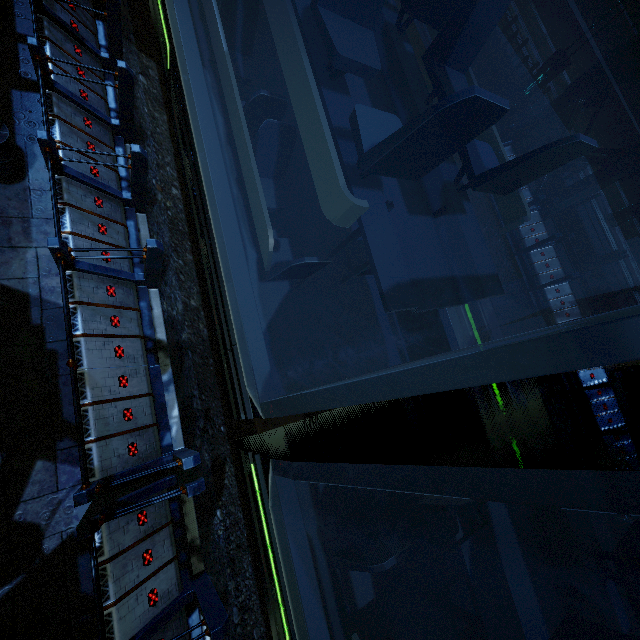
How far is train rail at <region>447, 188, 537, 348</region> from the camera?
9.0m

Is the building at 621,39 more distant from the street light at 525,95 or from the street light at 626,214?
the street light at 626,214

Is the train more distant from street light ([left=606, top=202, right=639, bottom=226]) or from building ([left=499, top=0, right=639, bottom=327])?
street light ([left=606, top=202, right=639, bottom=226])

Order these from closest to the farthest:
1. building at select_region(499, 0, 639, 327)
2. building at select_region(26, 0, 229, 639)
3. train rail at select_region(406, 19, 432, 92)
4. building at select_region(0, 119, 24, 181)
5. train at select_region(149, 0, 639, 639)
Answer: train at select_region(149, 0, 639, 639) < building at select_region(26, 0, 229, 639) < building at select_region(0, 119, 24, 181) < building at select_region(499, 0, 639, 327) < train rail at select_region(406, 19, 432, 92)

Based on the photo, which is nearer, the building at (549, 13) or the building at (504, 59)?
the building at (504, 59)

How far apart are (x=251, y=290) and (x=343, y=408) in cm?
290

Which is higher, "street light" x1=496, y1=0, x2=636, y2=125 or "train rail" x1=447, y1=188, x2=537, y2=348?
"street light" x1=496, y1=0, x2=636, y2=125
